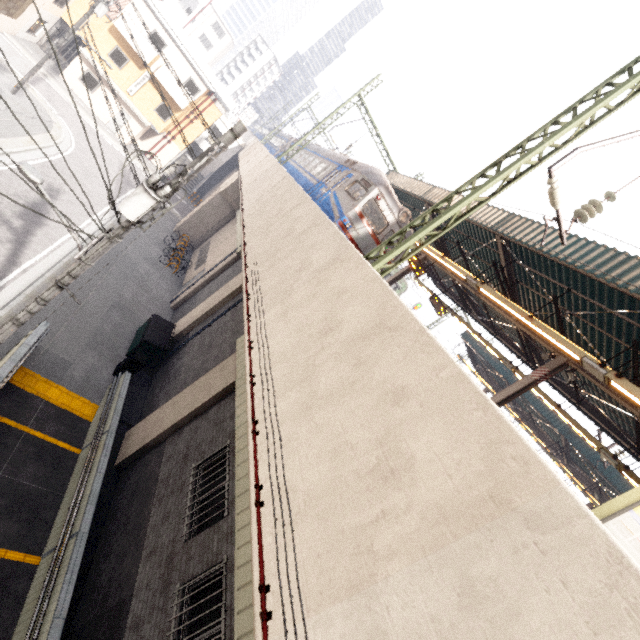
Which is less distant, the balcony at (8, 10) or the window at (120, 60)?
the balcony at (8, 10)

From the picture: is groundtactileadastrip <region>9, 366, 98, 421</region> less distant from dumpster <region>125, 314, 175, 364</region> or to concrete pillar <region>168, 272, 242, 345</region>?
dumpster <region>125, 314, 175, 364</region>

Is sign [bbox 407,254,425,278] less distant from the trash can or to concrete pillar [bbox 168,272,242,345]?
concrete pillar [bbox 168,272,242,345]

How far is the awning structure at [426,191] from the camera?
13.7m

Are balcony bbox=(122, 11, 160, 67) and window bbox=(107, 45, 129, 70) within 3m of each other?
yes

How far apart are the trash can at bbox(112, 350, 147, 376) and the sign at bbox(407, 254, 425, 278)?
12.6 meters

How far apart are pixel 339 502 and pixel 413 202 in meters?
16.9

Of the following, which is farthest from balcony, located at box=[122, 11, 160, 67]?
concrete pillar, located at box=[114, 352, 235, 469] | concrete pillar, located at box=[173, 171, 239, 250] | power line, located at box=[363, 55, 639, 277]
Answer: power line, located at box=[363, 55, 639, 277]
